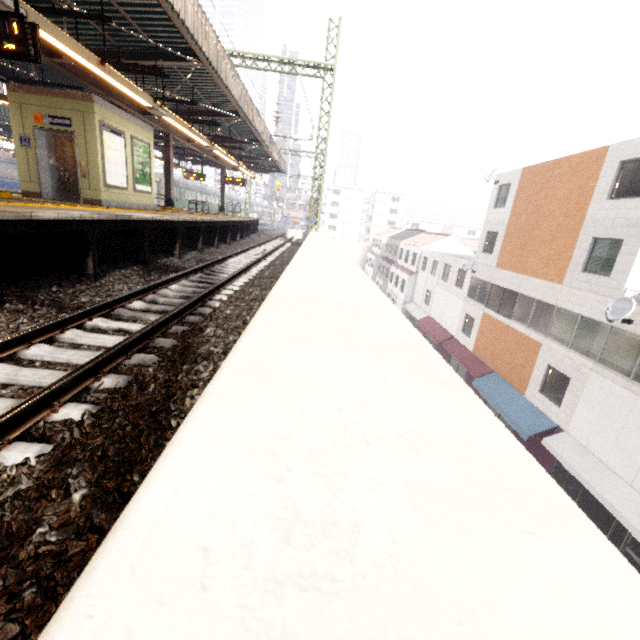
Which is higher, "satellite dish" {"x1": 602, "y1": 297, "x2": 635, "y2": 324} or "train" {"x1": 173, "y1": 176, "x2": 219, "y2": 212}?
"train" {"x1": 173, "y1": 176, "x2": 219, "y2": 212}

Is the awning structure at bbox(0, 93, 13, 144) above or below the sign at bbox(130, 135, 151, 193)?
above

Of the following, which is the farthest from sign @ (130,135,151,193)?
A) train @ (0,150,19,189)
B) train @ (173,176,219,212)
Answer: train @ (173,176,219,212)

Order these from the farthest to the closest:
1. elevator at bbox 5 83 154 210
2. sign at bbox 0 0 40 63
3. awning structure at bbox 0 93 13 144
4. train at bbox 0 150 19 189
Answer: train at bbox 0 150 19 189
awning structure at bbox 0 93 13 144
elevator at bbox 5 83 154 210
sign at bbox 0 0 40 63

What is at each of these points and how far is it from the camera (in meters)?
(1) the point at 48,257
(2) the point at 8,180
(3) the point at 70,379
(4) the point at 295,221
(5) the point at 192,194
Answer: (1) platform underside, 5.74
(2) train, 27.05
(3) train track, 2.73
(4) train, 38.38
(5) train, 38.62

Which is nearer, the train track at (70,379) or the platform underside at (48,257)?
the train track at (70,379)

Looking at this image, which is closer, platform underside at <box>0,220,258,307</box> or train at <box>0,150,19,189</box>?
platform underside at <box>0,220,258,307</box>

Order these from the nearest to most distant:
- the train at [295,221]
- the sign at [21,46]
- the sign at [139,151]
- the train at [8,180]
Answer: the sign at [21,46] → the sign at [139,151] → the train at [8,180] → the train at [295,221]
